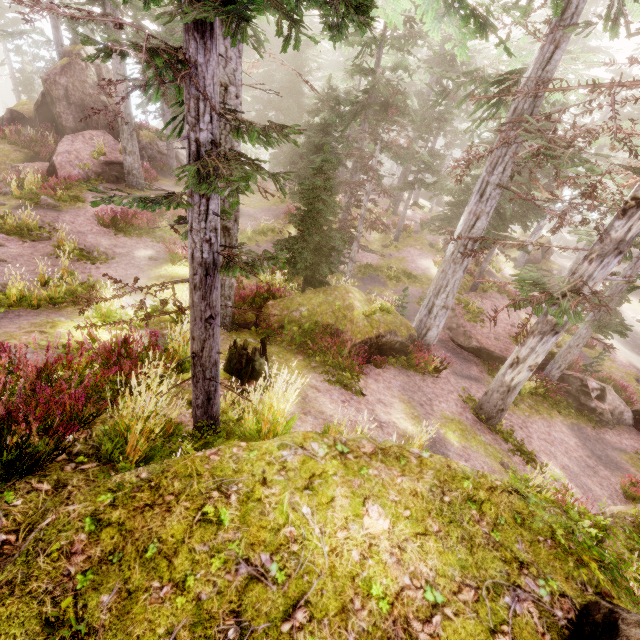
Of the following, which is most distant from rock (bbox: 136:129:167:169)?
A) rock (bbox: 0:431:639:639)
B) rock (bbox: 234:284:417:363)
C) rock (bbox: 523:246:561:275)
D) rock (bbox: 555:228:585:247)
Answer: rock (bbox: 555:228:585:247)

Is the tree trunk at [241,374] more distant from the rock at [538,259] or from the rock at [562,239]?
the rock at [562,239]

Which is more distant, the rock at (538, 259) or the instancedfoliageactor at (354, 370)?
the rock at (538, 259)

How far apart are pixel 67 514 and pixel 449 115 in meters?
43.7 m

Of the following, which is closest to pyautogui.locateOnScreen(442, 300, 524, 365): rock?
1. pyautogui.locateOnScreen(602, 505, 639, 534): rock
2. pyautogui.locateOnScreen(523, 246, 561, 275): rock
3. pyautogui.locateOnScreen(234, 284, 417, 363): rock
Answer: pyautogui.locateOnScreen(234, 284, 417, 363): rock

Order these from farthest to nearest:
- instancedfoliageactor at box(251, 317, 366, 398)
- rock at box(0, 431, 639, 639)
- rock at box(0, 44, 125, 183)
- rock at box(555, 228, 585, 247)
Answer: rock at box(555, 228, 585, 247)
rock at box(0, 44, 125, 183)
instancedfoliageactor at box(251, 317, 366, 398)
rock at box(0, 431, 639, 639)

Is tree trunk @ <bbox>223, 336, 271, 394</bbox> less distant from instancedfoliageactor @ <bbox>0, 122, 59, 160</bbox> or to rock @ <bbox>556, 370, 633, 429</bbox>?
instancedfoliageactor @ <bbox>0, 122, 59, 160</bbox>

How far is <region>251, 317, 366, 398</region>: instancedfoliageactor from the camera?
9.3m
